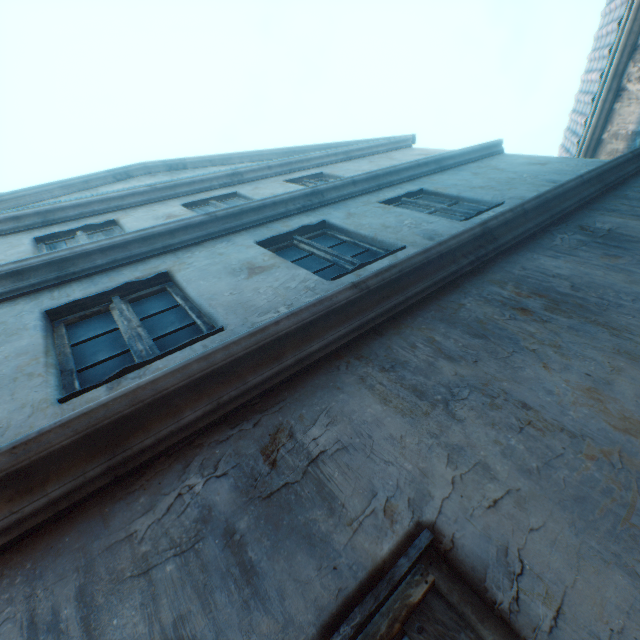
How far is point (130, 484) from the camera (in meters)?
1.35
